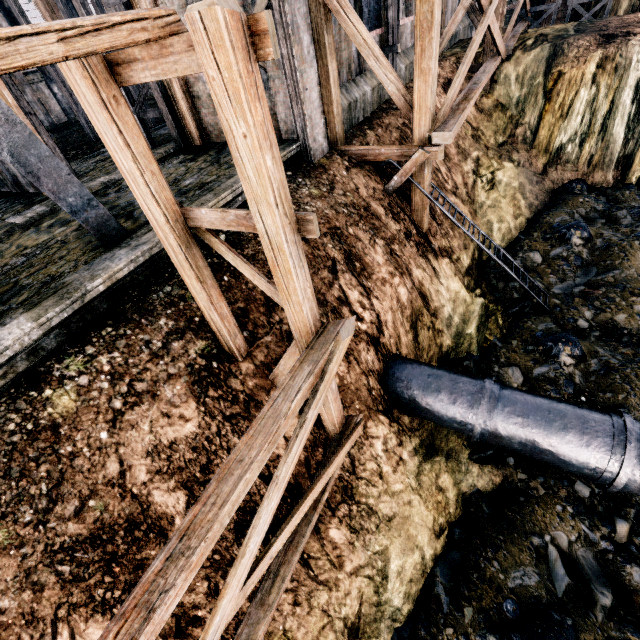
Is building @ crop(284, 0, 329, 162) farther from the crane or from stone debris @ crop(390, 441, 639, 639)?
stone debris @ crop(390, 441, 639, 639)

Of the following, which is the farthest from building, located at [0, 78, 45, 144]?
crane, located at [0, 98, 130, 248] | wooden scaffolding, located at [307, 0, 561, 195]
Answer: crane, located at [0, 98, 130, 248]

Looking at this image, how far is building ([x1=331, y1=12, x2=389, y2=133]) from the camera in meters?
11.8

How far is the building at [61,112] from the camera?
27.3m

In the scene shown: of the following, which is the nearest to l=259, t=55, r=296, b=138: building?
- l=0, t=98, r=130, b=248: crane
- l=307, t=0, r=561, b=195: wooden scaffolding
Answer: l=307, t=0, r=561, b=195: wooden scaffolding

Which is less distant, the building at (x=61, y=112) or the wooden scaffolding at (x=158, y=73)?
the wooden scaffolding at (x=158, y=73)

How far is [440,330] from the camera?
11.95m
